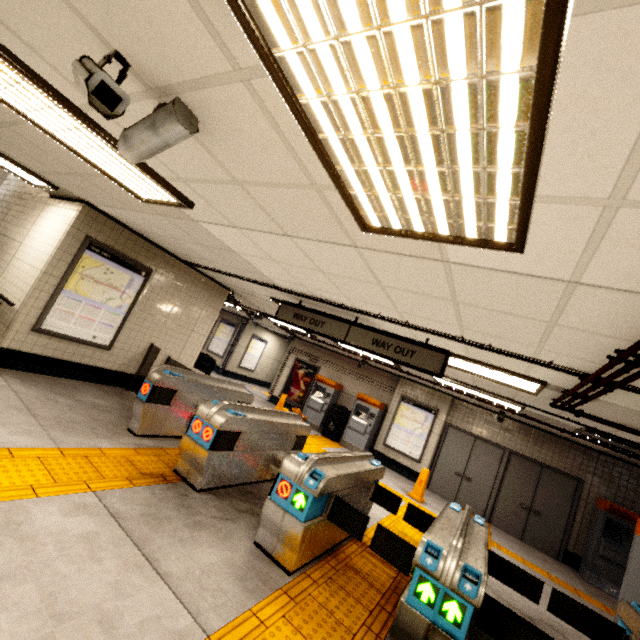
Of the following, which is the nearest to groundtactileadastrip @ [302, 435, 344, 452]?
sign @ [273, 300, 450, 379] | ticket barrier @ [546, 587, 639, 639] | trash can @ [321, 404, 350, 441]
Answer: trash can @ [321, 404, 350, 441]

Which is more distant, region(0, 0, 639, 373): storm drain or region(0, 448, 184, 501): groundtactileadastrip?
region(0, 448, 184, 501): groundtactileadastrip

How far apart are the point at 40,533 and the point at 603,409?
6.3m

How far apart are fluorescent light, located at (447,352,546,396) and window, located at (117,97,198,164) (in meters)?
4.21

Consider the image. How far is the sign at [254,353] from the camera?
15.94m

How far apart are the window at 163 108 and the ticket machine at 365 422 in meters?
10.0 m

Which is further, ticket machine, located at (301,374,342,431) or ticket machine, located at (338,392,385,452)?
ticket machine, located at (301,374,342,431)
